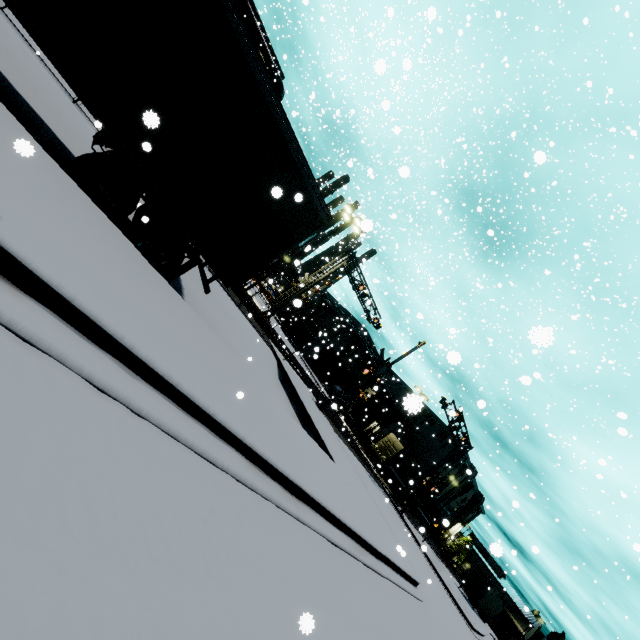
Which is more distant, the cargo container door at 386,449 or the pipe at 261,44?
the cargo container door at 386,449

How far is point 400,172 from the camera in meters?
3.8 m

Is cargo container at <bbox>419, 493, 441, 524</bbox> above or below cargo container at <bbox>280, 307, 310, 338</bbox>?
above

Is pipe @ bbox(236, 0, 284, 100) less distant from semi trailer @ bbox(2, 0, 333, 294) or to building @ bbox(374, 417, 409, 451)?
building @ bbox(374, 417, 409, 451)

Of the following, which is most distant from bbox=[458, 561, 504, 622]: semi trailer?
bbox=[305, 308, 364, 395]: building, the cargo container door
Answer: the cargo container door

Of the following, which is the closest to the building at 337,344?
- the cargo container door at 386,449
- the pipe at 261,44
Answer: the pipe at 261,44

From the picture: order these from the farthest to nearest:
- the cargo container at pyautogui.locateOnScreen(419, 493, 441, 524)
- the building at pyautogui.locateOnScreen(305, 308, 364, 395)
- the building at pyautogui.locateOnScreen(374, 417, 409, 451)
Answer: the building at pyautogui.locateOnScreen(374, 417, 409, 451) < the building at pyautogui.locateOnScreen(305, 308, 364, 395) < the cargo container at pyautogui.locateOnScreen(419, 493, 441, 524)

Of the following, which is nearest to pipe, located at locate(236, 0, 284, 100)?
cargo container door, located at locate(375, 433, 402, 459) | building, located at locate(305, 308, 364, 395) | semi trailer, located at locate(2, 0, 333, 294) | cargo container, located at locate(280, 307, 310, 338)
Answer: building, located at locate(305, 308, 364, 395)
